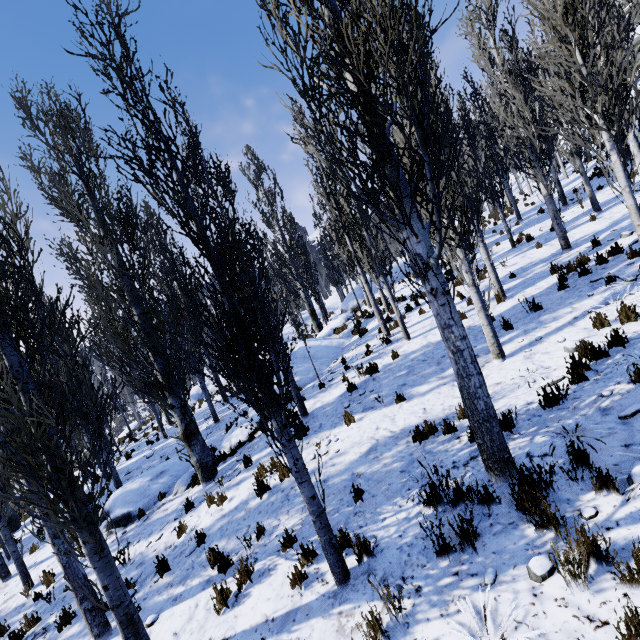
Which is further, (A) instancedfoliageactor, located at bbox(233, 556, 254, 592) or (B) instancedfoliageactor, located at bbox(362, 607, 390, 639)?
(A) instancedfoliageactor, located at bbox(233, 556, 254, 592)

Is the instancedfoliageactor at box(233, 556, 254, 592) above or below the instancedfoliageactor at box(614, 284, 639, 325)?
below

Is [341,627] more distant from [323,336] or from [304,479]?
[323,336]

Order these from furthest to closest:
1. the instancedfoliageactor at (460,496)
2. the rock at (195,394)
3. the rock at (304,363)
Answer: the rock at (195,394)
the rock at (304,363)
the instancedfoliageactor at (460,496)

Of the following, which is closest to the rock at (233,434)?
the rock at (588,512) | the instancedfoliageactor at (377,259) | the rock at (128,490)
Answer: the instancedfoliageactor at (377,259)

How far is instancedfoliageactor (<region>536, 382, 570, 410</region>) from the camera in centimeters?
483cm

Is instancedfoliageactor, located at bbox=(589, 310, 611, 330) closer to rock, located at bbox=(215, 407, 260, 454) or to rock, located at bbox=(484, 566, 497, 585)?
rock, located at bbox=(484, 566, 497, 585)
